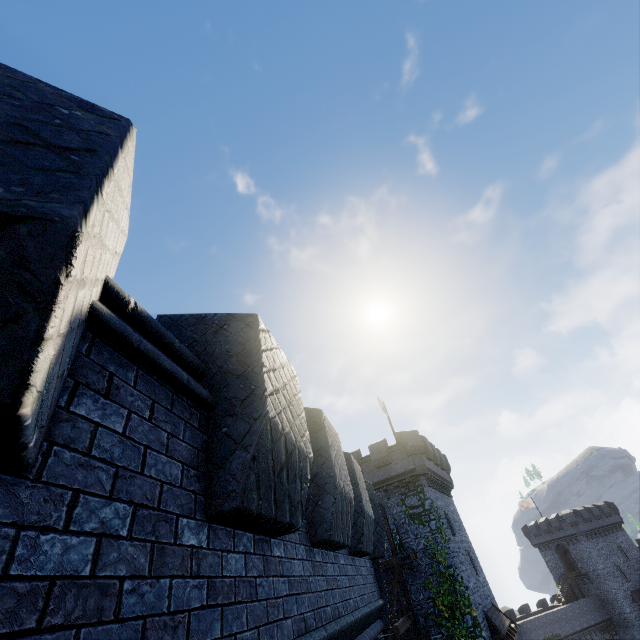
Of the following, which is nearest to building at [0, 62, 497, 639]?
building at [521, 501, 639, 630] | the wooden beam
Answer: the wooden beam

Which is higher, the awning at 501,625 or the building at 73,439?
the building at 73,439

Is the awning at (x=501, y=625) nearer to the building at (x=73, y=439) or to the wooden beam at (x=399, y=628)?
the wooden beam at (x=399, y=628)

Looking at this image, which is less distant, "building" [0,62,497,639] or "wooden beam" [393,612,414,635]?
"building" [0,62,497,639]

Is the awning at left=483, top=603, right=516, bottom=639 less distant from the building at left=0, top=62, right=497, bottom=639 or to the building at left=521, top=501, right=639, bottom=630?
the building at left=0, top=62, right=497, bottom=639

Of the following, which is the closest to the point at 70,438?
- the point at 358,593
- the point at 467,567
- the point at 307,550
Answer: the point at 307,550

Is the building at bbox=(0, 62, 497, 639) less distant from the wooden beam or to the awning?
the wooden beam
